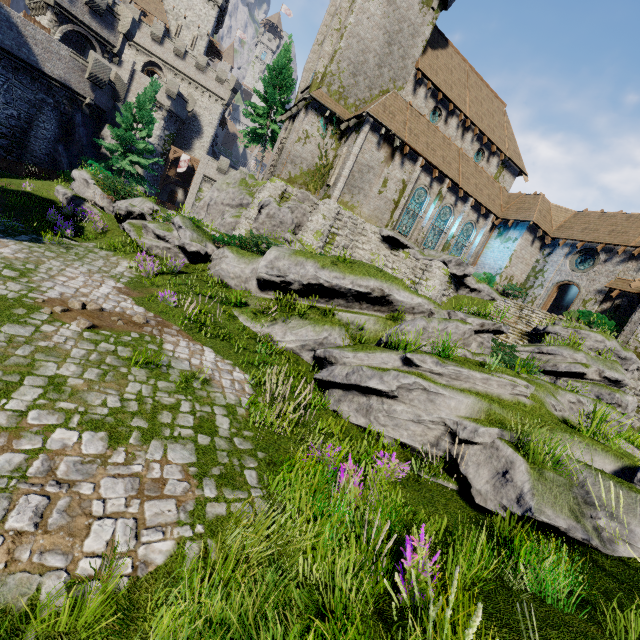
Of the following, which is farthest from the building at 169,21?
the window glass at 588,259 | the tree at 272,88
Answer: the window glass at 588,259

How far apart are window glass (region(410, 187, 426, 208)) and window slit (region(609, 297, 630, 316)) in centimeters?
1443cm

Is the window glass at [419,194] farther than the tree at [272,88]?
No

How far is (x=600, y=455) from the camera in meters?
5.8

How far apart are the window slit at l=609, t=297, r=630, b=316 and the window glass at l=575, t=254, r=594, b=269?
3.0 meters

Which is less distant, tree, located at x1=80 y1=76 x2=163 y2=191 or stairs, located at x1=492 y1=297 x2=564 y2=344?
stairs, located at x1=492 y1=297 x2=564 y2=344

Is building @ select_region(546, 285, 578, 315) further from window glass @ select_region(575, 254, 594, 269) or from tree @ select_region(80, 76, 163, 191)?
tree @ select_region(80, 76, 163, 191)

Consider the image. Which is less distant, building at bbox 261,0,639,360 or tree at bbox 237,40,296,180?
building at bbox 261,0,639,360
